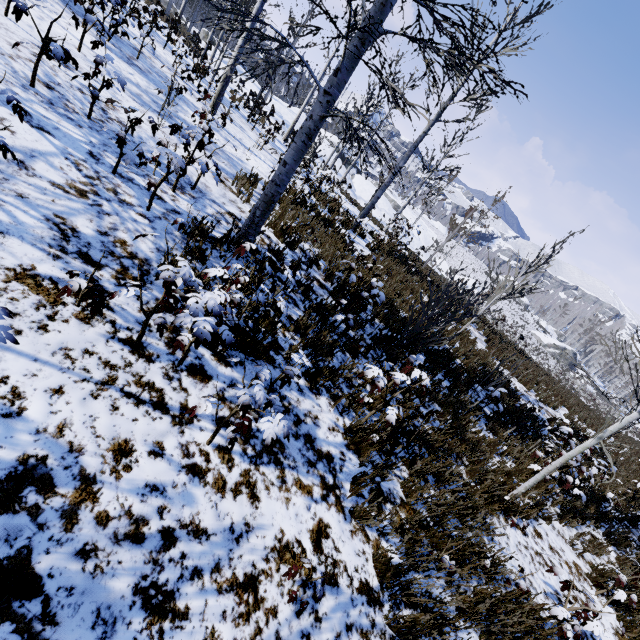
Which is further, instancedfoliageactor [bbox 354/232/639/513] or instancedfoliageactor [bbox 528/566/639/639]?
instancedfoliageactor [bbox 354/232/639/513]

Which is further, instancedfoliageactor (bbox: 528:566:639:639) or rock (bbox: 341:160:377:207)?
rock (bbox: 341:160:377:207)

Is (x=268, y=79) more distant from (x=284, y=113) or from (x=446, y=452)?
(x=284, y=113)

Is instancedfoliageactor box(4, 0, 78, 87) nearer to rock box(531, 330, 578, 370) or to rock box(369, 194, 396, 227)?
rock box(369, 194, 396, 227)

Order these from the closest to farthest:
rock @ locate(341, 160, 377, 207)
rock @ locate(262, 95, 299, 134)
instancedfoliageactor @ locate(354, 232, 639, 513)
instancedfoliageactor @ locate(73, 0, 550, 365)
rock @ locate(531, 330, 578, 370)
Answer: instancedfoliageactor @ locate(73, 0, 550, 365)
instancedfoliageactor @ locate(354, 232, 639, 513)
rock @ locate(262, 95, 299, 134)
rock @ locate(341, 160, 377, 207)
rock @ locate(531, 330, 578, 370)

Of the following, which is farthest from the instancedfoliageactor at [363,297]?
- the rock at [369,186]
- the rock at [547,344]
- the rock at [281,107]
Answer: the rock at [547,344]

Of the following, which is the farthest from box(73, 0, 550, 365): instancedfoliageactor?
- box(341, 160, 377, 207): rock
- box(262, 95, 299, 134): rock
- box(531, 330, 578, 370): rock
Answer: box(531, 330, 578, 370): rock
